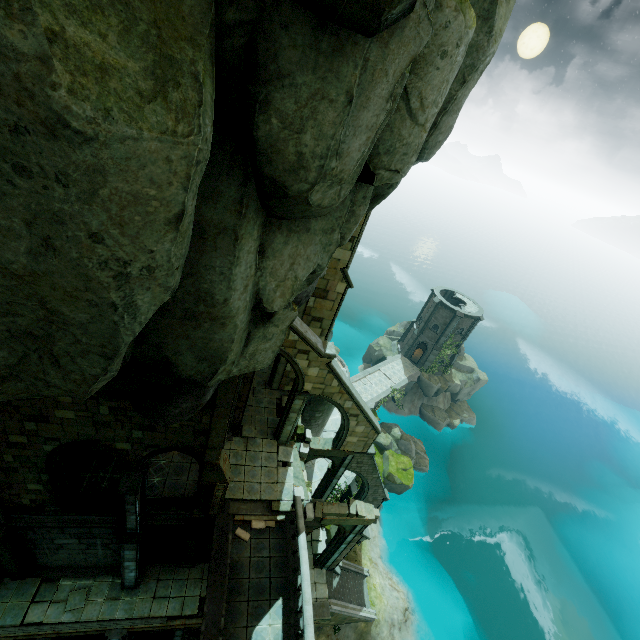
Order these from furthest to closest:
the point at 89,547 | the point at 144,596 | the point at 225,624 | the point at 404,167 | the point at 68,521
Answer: the point at 144,596
the point at 89,547
the point at 68,521
the point at 225,624
the point at 404,167

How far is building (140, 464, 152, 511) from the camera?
13.06m

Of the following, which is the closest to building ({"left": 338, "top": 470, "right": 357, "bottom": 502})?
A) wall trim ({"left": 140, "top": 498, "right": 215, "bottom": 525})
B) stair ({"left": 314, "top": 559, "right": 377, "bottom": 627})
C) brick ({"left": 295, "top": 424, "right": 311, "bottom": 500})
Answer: brick ({"left": 295, "top": 424, "right": 311, "bottom": 500})

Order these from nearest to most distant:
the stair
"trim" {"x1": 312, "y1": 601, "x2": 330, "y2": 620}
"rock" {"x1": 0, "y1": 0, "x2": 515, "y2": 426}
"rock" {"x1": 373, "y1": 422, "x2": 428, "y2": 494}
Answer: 1. "rock" {"x1": 0, "y1": 0, "x2": 515, "y2": 426}
2. "trim" {"x1": 312, "y1": 601, "x2": 330, "y2": 620}
3. the stair
4. "rock" {"x1": 373, "y1": 422, "x2": 428, "y2": 494}

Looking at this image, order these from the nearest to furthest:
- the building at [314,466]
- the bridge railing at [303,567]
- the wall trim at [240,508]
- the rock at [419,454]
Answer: the bridge railing at [303,567], the wall trim at [240,508], the building at [314,466], the rock at [419,454]

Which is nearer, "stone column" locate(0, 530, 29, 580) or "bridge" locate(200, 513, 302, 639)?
"bridge" locate(200, 513, 302, 639)

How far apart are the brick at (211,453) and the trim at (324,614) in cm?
1393

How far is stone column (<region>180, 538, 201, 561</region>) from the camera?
17.1 meters
